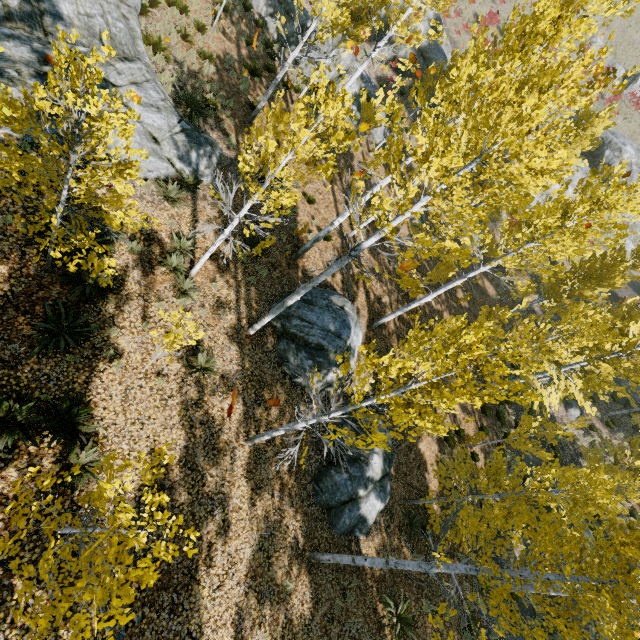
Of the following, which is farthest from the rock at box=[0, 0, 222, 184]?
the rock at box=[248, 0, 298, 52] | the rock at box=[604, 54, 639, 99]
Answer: the rock at box=[604, 54, 639, 99]

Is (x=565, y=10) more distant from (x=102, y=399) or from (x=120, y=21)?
(x=102, y=399)

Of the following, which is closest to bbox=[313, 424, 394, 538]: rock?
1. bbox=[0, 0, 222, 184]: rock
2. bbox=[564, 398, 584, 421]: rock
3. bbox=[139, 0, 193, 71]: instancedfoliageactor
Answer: bbox=[139, 0, 193, 71]: instancedfoliageactor

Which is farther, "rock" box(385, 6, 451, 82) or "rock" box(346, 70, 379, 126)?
"rock" box(385, 6, 451, 82)

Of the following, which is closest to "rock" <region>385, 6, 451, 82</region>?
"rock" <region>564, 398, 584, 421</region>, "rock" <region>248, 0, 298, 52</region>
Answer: "rock" <region>248, 0, 298, 52</region>

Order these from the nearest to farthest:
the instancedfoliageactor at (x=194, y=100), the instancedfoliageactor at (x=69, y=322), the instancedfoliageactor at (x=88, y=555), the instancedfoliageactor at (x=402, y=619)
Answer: the instancedfoliageactor at (x=88, y=555)
the instancedfoliageactor at (x=69, y=322)
the instancedfoliageactor at (x=402, y=619)
the instancedfoliageactor at (x=194, y=100)

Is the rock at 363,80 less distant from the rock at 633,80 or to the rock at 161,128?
the rock at 161,128

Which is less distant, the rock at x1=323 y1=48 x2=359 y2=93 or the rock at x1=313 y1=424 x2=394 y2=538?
the rock at x1=313 y1=424 x2=394 y2=538
